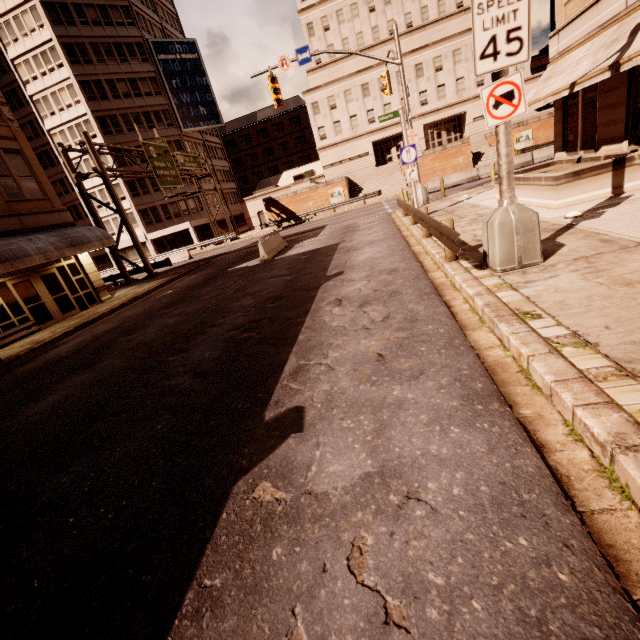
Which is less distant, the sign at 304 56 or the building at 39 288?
the building at 39 288

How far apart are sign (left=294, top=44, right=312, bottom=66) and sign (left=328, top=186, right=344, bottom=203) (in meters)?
20.57

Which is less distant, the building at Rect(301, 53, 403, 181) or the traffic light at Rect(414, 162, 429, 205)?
the traffic light at Rect(414, 162, 429, 205)

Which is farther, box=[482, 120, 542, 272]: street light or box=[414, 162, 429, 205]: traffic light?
box=[414, 162, 429, 205]: traffic light

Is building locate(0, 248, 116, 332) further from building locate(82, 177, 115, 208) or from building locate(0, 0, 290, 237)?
building locate(0, 0, 290, 237)

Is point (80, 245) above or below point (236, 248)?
above

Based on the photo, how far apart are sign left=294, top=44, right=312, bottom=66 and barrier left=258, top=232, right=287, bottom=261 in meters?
9.0

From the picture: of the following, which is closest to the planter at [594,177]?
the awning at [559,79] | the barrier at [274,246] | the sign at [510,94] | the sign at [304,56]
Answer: the awning at [559,79]
